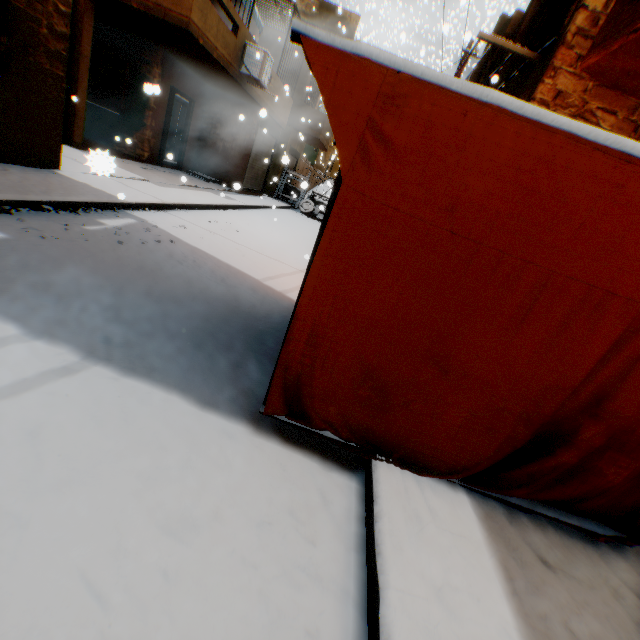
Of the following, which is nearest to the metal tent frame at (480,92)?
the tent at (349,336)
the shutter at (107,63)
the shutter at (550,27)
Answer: the tent at (349,336)

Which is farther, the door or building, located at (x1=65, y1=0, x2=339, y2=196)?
the door

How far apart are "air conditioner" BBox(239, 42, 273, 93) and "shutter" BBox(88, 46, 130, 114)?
3.36m

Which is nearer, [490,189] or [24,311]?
[490,189]

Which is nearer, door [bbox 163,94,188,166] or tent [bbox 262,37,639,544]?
tent [bbox 262,37,639,544]

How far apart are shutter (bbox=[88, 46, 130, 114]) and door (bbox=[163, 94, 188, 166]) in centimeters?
143cm

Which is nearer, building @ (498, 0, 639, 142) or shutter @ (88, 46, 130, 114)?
building @ (498, 0, 639, 142)

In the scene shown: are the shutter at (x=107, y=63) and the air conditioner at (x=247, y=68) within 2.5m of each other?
no
